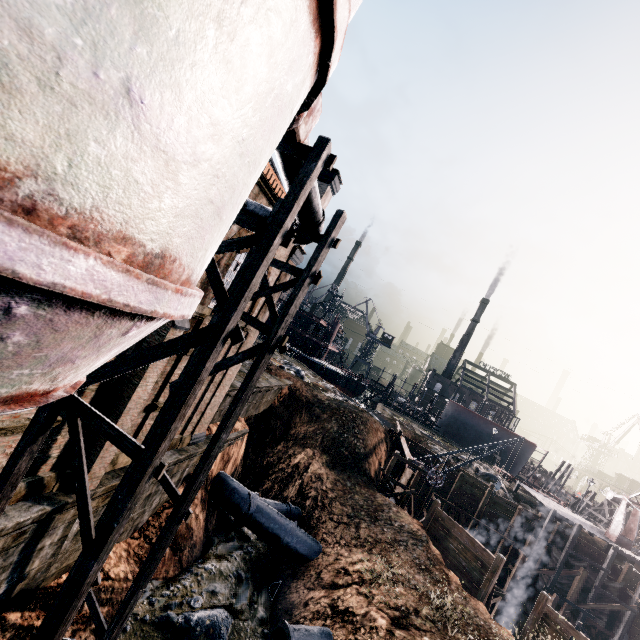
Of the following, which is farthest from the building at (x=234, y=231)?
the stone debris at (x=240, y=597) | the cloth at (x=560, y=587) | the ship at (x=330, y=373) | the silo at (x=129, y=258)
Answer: the ship at (x=330, y=373)

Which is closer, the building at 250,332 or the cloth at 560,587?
the building at 250,332

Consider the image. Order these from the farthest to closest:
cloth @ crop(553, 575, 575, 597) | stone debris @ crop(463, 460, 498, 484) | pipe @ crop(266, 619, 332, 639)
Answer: stone debris @ crop(463, 460, 498, 484)
cloth @ crop(553, 575, 575, 597)
pipe @ crop(266, 619, 332, 639)

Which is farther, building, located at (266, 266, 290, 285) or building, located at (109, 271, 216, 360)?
building, located at (266, 266, 290, 285)

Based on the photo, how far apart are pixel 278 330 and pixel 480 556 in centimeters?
2092cm

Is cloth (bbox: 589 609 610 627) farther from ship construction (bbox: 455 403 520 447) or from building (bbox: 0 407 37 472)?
building (bbox: 0 407 37 472)

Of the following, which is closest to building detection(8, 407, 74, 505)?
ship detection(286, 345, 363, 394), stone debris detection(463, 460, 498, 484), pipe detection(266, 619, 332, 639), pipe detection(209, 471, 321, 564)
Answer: pipe detection(209, 471, 321, 564)

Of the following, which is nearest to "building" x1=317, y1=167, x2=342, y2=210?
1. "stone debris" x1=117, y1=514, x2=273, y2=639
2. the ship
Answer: "stone debris" x1=117, y1=514, x2=273, y2=639
